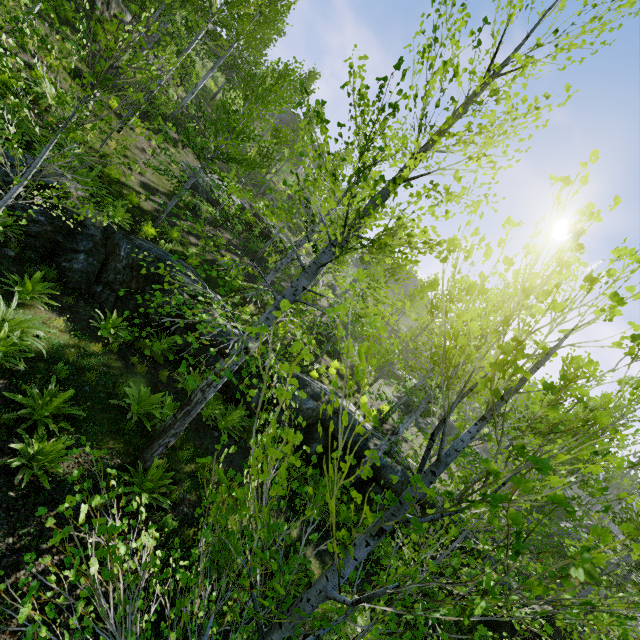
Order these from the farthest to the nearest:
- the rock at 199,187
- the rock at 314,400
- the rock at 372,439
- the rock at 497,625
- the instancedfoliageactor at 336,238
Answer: the rock at 199,187 → the rock at 372,439 → the rock at 314,400 → the rock at 497,625 → the instancedfoliageactor at 336,238

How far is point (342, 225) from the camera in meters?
4.5

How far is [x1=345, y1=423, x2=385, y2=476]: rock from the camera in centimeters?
1151cm

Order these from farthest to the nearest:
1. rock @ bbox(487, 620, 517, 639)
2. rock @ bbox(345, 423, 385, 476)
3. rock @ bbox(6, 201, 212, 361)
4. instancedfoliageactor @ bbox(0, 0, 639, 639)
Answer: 1. rock @ bbox(345, 423, 385, 476)
2. rock @ bbox(487, 620, 517, 639)
3. rock @ bbox(6, 201, 212, 361)
4. instancedfoliageactor @ bbox(0, 0, 639, 639)

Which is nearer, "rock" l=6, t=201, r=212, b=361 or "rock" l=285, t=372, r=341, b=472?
"rock" l=6, t=201, r=212, b=361

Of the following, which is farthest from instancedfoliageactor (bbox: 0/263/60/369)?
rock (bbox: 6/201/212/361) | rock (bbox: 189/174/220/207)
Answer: rock (bbox: 189/174/220/207)

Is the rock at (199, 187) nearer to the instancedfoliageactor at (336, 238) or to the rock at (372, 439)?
the instancedfoliageactor at (336, 238)
